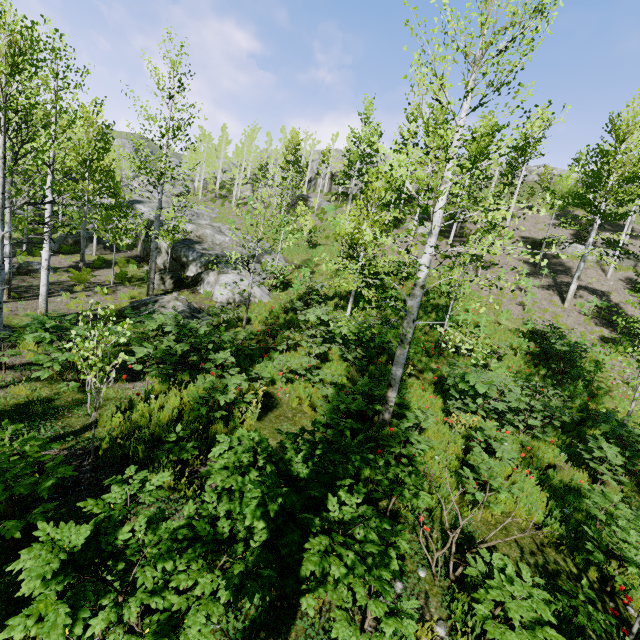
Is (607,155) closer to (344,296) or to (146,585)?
(344,296)

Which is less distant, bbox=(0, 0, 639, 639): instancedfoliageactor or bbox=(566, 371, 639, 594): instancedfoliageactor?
bbox=(0, 0, 639, 639): instancedfoliageactor

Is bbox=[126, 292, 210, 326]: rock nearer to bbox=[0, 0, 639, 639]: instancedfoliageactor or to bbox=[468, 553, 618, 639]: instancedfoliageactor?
bbox=[468, 553, 618, 639]: instancedfoliageactor

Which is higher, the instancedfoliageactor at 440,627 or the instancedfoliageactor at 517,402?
the instancedfoliageactor at 517,402

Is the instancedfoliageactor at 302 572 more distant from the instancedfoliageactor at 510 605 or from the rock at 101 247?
the rock at 101 247

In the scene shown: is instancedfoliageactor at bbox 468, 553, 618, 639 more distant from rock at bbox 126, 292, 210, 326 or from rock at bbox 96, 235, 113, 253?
rock at bbox 96, 235, 113, 253

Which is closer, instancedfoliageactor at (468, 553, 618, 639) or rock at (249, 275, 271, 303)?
instancedfoliageactor at (468, 553, 618, 639)

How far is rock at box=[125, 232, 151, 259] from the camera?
22.6 meters
